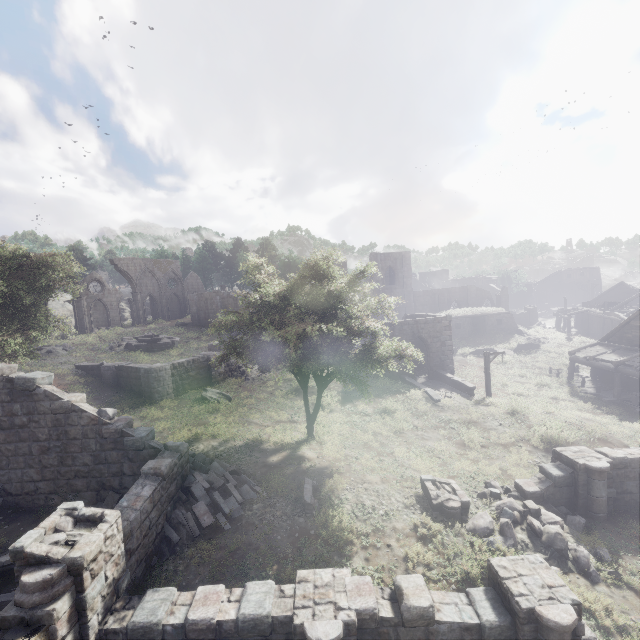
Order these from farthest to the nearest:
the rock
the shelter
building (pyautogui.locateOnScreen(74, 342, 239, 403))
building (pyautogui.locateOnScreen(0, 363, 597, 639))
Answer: the rock → the shelter → building (pyautogui.locateOnScreen(74, 342, 239, 403)) → building (pyautogui.locateOnScreen(0, 363, 597, 639))

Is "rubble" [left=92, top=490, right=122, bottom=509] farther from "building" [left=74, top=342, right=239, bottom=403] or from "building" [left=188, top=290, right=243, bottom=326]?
"building" [left=188, top=290, right=243, bottom=326]

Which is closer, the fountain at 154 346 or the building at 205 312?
the fountain at 154 346

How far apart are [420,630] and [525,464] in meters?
10.8

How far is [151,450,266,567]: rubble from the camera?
10.1m

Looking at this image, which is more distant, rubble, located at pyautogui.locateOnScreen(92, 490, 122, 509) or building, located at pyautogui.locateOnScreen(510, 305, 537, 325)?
building, located at pyautogui.locateOnScreen(510, 305, 537, 325)

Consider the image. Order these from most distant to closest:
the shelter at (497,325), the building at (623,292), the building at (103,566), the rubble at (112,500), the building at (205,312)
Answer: the building at (205,312) → the shelter at (497,325) → the building at (623,292) → the rubble at (112,500) → the building at (103,566)

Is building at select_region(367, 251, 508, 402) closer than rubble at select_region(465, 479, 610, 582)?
No
